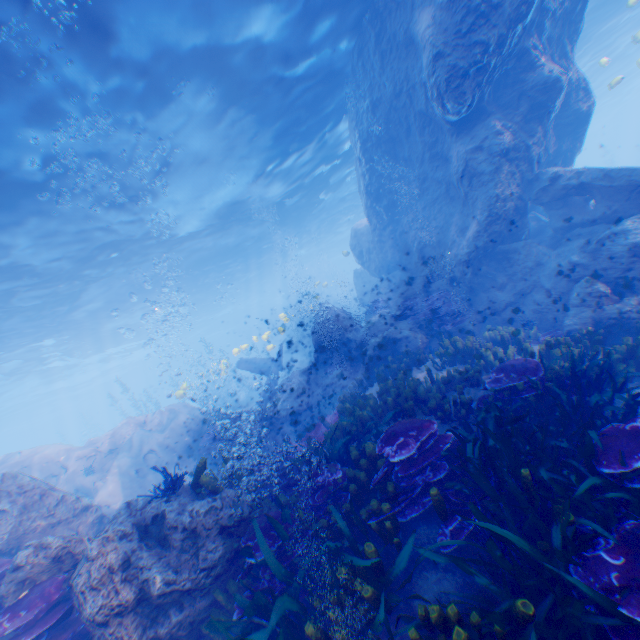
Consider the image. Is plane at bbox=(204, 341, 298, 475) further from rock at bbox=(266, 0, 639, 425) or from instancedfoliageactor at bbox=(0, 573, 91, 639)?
instancedfoliageactor at bbox=(0, 573, 91, 639)

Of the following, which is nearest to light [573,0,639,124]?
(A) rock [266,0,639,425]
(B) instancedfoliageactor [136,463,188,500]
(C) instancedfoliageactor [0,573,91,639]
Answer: (A) rock [266,0,639,425]

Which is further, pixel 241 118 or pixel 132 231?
pixel 132 231

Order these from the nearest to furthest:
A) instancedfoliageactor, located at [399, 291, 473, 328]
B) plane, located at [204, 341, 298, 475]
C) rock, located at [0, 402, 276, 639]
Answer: rock, located at [0, 402, 276, 639], instancedfoliageactor, located at [399, 291, 473, 328], plane, located at [204, 341, 298, 475]

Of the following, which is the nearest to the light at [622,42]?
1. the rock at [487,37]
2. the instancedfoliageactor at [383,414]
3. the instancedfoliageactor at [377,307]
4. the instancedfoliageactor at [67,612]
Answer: the rock at [487,37]

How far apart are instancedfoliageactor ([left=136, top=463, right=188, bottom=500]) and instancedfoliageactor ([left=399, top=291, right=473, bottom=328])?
8.1m

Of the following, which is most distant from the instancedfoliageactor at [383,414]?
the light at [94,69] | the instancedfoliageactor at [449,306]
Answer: the light at [94,69]

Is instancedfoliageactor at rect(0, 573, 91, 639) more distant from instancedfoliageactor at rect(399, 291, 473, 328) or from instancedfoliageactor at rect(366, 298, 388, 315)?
instancedfoliageactor at rect(366, 298, 388, 315)
